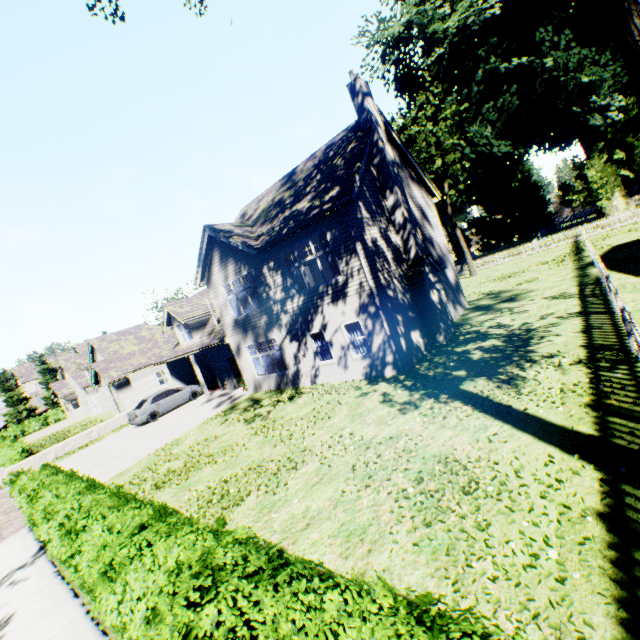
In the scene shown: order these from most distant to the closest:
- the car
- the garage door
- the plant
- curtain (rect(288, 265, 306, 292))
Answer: the plant
the garage door
the car
curtain (rect(288, 265, 306, 292))

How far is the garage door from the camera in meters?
25.6

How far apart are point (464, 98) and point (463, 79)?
10.0m

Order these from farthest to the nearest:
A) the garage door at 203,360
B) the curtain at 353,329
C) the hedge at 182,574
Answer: the garage door at 203,360 < the curtain at 353,329 < the hedge at 182,574

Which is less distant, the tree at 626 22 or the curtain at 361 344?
the tree at 626 22

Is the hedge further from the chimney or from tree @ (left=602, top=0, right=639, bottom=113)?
the chimney

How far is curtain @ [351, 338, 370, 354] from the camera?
13.4 meters
